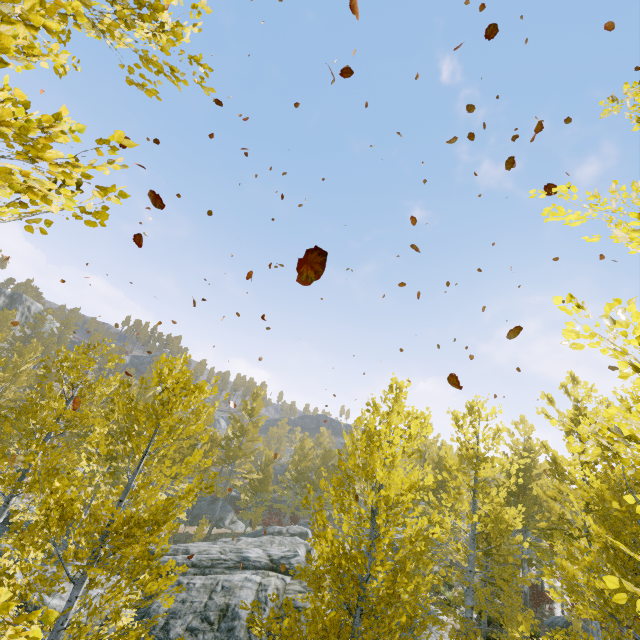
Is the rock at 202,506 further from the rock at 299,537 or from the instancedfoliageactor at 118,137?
the rock at 299,537

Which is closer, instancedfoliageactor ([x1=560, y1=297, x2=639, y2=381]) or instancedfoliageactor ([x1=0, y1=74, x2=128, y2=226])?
instancedfoliageactor ([x1=0, y1=74, x2=128, y2=226])

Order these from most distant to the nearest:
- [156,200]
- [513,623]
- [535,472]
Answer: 1. [535,472]
2. [513,623]
3. [156,200]

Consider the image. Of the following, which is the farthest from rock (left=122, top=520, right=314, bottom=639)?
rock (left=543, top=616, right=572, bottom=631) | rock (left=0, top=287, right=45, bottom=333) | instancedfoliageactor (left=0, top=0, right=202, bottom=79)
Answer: rock (left=0, top=287, right=45, bottom=333)

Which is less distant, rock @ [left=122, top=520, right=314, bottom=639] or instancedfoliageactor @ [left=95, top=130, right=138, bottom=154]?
instancedfoliageactor @ [left=95, top=130, right=138, bottom=154]

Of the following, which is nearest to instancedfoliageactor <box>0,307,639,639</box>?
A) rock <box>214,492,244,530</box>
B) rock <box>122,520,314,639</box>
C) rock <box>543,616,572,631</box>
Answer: rock <box>122,520,314,639</box>

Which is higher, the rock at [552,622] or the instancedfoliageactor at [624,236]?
the instancedfoliageactor at [624,236]

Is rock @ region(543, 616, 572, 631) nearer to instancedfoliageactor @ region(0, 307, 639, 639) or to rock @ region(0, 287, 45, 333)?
instancedfoliageactor @ region(0, 307, 639, 639)
